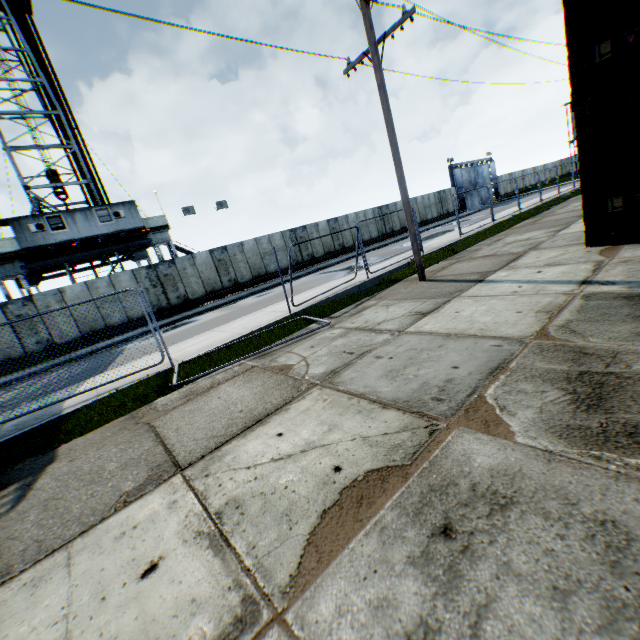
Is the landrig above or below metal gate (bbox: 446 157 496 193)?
above

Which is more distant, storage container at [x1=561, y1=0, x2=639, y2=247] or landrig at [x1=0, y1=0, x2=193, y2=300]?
landrig at [x1=0, y1=0, x2=193, y2=300]

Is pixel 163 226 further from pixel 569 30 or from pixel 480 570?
pixel 480 570

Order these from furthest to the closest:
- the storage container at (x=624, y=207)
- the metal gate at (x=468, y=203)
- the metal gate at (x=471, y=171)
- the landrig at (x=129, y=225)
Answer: the metal gate at (x=468, y=203), the metal gate at (x=471, y=171), the landrig at (x=129, y=225), the storage container at (x=624, y=207)

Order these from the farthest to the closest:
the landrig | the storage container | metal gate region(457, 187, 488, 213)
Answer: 1. metal gate region(457, 187, 488, 213)
2. the landrig
3. the storage container

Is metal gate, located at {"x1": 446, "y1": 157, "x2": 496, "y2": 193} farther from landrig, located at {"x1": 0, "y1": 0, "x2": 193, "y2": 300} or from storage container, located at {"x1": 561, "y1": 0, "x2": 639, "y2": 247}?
landrig, located at {"x1": 0, "y1": 0, "x2": 193, "y2": 300}

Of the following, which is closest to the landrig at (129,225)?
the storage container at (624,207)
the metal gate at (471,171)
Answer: the storage container at (624,207)
